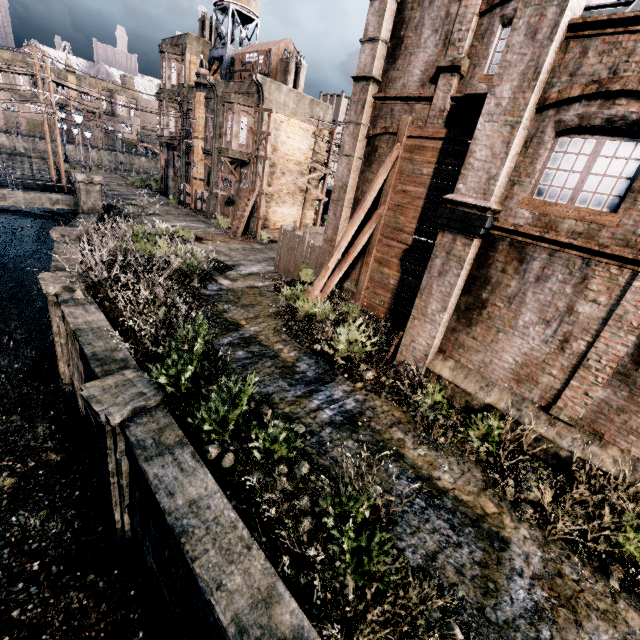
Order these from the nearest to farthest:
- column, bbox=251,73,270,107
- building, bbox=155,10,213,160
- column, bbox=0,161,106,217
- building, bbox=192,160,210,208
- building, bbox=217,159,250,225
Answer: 1. column, bbox=0,161,106,217
2. column, bbox=251,73,270,107
3. building, bbox=217,159,250,225
4. building, bbox=155,10,213,160
5. building, bbox=192,160,210,208

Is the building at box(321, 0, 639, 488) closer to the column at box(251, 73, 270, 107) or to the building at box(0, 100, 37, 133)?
the column at box(251, 73, 270, 107)

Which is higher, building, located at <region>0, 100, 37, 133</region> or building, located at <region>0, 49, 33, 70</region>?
building, located at <region>0, 49, 33, 70</region>

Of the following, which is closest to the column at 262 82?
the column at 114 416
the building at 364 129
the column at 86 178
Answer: the building at 364 129

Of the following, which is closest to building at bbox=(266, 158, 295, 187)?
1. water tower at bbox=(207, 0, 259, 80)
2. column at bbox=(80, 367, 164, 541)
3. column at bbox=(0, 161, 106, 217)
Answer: water tower at bbox=(207, 0, 259, 80)

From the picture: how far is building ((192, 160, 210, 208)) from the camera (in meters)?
33.94

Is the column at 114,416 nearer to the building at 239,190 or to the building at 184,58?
the building at 239,190

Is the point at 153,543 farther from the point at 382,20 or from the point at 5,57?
the point at 5,57
